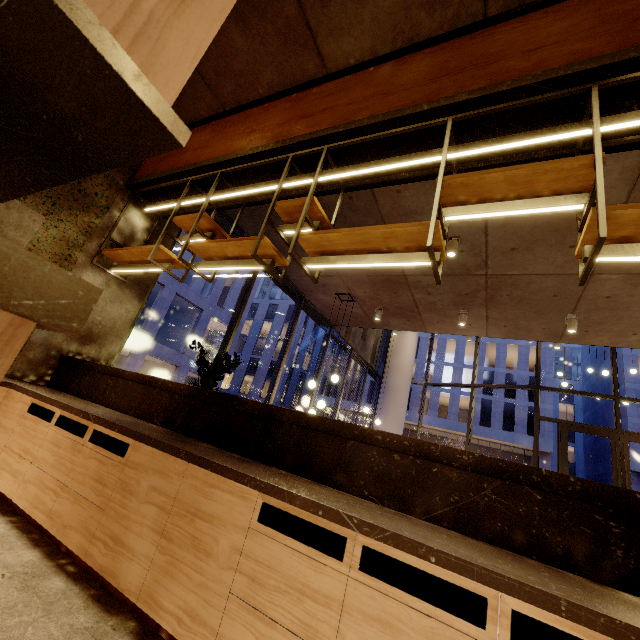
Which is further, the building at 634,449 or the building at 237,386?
the building at 237,386

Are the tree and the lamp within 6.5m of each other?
yes

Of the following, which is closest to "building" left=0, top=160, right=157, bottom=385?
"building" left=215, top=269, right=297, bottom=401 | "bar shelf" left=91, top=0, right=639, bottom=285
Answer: A: "bar shelf" left=91, top=0, right=639, bottom=285

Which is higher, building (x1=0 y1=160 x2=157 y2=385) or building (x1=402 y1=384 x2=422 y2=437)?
building (x1=402 y1=384 x2=422 y2=437)

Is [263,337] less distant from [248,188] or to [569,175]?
[248,188]

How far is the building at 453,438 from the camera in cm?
3312

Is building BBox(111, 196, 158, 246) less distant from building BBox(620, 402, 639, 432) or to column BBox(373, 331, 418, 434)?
column BBox(373, 331, 418, 434)

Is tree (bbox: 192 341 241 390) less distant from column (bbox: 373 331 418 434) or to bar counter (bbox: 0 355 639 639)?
bar counter (bbox: 0 355 639 639)
